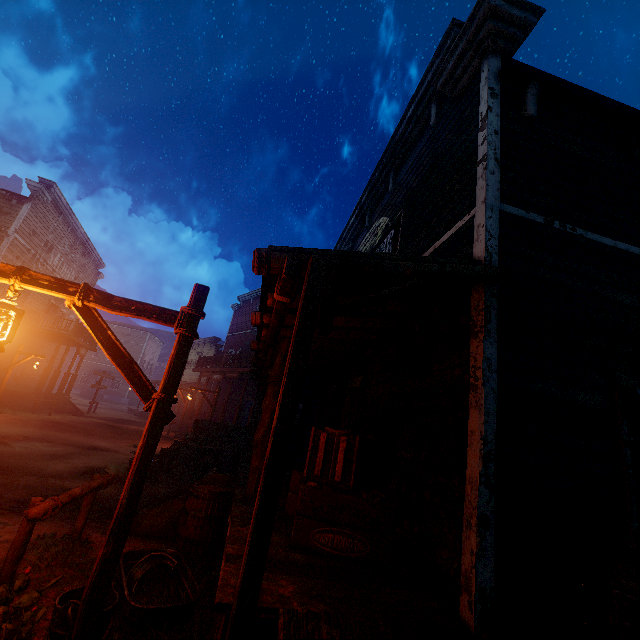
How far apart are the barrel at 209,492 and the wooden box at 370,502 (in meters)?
1.23

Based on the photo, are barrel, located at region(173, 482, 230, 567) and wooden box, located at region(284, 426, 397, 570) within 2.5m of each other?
yes

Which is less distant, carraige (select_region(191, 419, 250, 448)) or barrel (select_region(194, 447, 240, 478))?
barrel (select_region(194, 447, 240, 478))

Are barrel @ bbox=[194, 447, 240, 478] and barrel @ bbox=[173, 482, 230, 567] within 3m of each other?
no

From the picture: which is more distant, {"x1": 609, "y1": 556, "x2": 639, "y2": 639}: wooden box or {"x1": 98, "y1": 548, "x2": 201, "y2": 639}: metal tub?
{"x1": 98, "y1": 548, "x2": 201, "y2": 639}: metal tub

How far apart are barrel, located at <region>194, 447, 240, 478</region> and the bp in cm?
110

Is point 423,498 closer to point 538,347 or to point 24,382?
point 538,347

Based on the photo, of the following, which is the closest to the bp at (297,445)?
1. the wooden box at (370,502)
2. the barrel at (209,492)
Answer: the barrel at (209,492)
